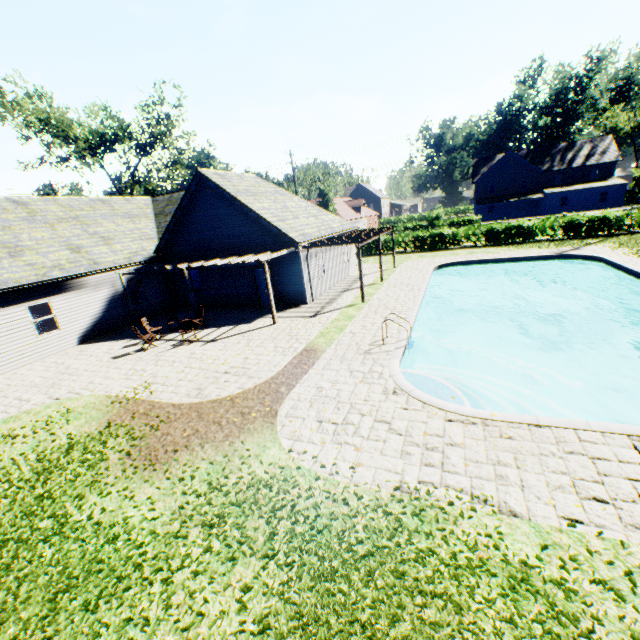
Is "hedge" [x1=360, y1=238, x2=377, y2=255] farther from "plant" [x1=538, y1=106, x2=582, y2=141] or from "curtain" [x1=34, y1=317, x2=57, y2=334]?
"curtain" [x1=34, y1=317, x2=57, y2=334]

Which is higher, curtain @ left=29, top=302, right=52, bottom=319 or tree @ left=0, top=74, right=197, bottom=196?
tree @ left=0, top=74, right=197, bottom=196

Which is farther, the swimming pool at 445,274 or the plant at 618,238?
the plant at 618,238

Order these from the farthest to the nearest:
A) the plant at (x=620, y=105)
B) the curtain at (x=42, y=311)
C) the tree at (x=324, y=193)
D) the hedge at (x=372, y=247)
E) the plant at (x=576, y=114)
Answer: the plant at (x=576, y=114) → the tree at (x=324, y=193) → the plant at (x=620, y=105) → the hedge at (x=372, y=247) → the curtain at (x=42, y=311)

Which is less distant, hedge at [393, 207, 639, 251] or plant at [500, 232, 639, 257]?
plant at [500, 232, 639, 257]

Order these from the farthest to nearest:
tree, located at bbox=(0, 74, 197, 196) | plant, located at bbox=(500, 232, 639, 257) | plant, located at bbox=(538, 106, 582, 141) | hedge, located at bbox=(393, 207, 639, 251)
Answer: plant, located at bbox=(538, 106, 582, 141)
tree, located at bbox=(0, 74, 197, 196)
hedge, located at bbox=(393, 207, 639, 251)
plant, located at bbox=(500, 232, 639, 257)

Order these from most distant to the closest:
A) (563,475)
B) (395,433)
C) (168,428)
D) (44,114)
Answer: (44,114), (168,428), (395,433), (563,475)

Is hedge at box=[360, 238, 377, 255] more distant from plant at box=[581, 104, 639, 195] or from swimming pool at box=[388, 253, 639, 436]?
swimming pool at box=[388, 253, 639, 436]
